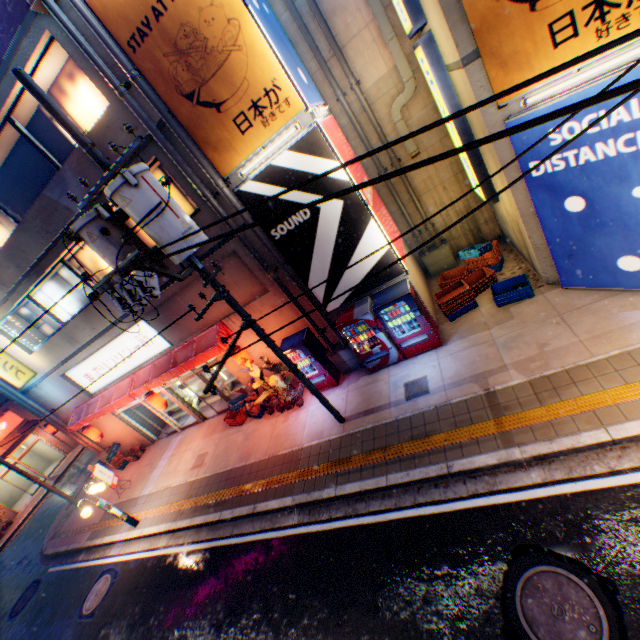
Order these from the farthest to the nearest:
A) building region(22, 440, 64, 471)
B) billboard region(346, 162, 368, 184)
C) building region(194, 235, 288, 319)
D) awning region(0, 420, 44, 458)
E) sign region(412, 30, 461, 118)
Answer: building region(22, 440, 64, 471), awning region(0, 420, 44, 458), building region(194, 235, 288, 319), billboard region(346, 162, 368, 184), sign region(412, 30, 461, 118)

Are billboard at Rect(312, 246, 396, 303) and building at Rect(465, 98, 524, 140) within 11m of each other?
yes

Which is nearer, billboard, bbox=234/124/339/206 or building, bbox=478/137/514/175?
building, bbox=478/137/514/175

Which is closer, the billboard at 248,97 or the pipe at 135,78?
the billboard at 248,97

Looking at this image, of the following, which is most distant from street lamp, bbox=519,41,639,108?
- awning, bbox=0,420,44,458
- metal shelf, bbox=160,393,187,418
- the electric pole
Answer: awning, bbox=0,420,44,458

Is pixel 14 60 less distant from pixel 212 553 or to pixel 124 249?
pixel 124 249

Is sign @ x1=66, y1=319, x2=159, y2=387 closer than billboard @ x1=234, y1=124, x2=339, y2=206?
No

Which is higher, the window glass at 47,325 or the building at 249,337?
the window glass at 47,325
